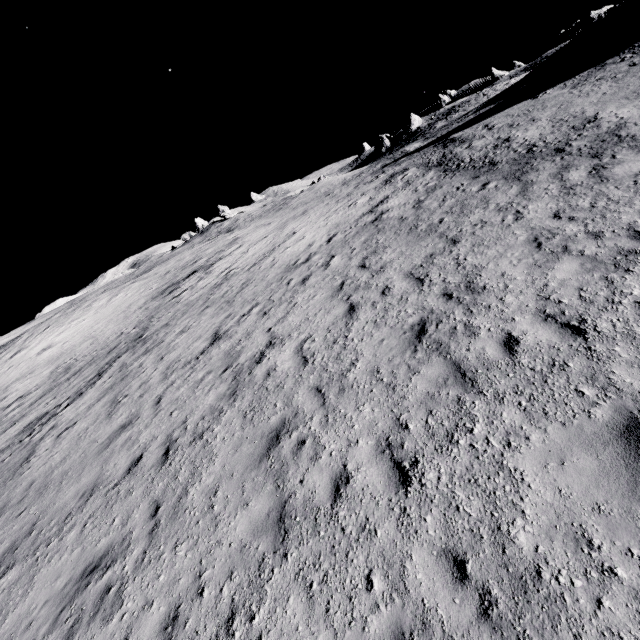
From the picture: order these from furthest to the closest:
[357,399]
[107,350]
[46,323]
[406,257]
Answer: [46,323] → [107,350] → [406,257] → [357,399]
